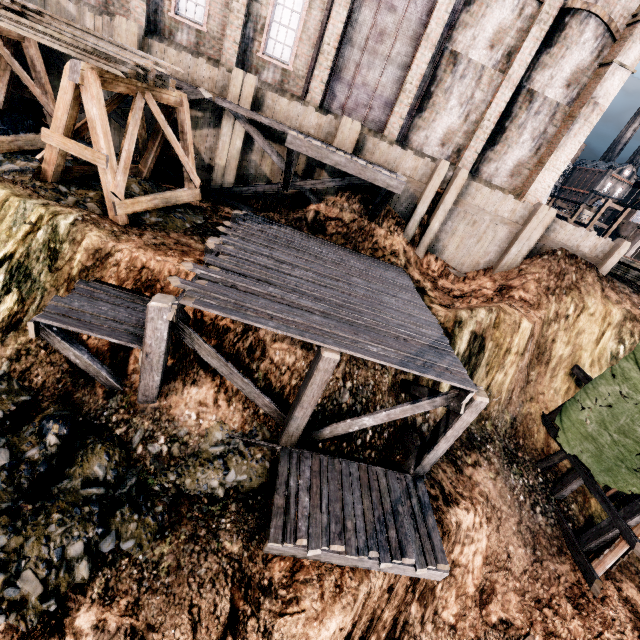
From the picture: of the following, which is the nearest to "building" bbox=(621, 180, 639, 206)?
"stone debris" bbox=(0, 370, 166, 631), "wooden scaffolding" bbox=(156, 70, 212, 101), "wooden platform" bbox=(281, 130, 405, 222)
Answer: "wooden scaffolding" bbox=(156, 70, 212, 101)

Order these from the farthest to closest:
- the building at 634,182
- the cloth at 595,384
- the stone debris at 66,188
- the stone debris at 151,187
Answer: the building at 634,182 < the stone debris at 151,187 < the cloth at 595,384 < the stone debris at 66,188

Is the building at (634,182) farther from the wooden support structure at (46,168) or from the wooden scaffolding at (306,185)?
the wooden support structure at (46,168)

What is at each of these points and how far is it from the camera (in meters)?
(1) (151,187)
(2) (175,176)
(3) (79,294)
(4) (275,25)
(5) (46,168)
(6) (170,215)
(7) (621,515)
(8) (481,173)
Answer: (1) stone debris, 12.93
(2) wooden scaffolding, 15.56
(3) wooden scaffolding, 8.47
(4) building, 15.87
(5) wooden support structure, 10.02
(6) stone debris, 12.05
(7) wooden scaffolding, 11.56
(8) building, 18.48

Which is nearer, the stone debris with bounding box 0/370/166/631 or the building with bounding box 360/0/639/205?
the stone debris with bounding box 0/370/166/631

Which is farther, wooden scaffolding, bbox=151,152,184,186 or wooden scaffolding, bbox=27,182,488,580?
wooden scaffolding, bbox=151,152,184,186

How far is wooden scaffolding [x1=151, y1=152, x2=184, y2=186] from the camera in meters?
15.3 m

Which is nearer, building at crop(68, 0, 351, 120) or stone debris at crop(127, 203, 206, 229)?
stone debris at crop(127, 203, 206, 229)
